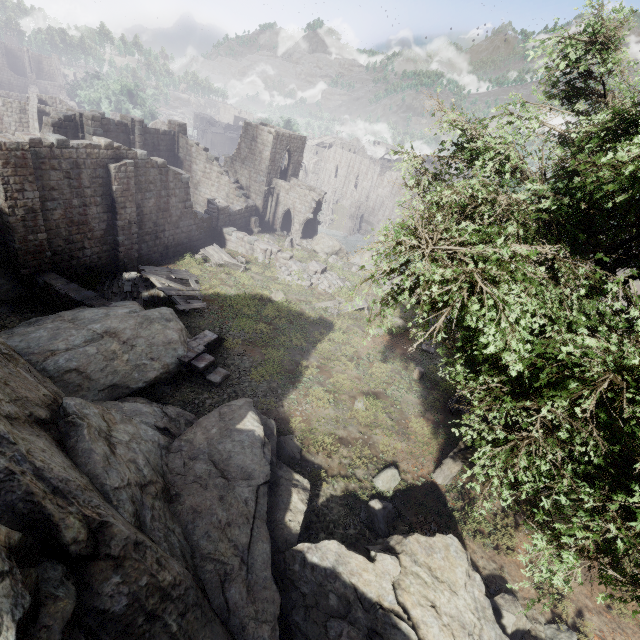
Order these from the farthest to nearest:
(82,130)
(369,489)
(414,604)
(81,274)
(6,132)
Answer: (6,132)
(82,130)
(81,274)
(369,489)
(414,604)

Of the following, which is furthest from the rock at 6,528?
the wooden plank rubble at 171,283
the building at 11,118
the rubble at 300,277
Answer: the rubble at 300,277

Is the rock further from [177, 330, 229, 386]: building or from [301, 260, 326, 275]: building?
[177, 330, 229, 386]: building

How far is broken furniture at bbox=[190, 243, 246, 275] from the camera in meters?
24.1 m

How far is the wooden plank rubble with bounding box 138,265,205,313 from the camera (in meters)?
17.81

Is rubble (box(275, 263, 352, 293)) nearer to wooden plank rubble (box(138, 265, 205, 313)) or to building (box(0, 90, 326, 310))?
building (box(0, 90, 326, 310))

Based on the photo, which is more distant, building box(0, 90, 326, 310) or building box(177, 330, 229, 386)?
building box(0, 90, 326, 310)
